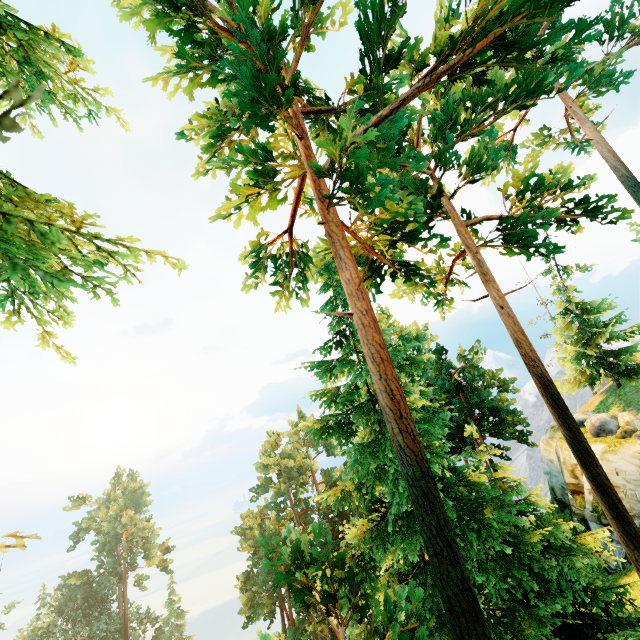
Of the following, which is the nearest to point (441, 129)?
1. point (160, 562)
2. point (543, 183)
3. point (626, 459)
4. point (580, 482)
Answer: point (543, 183)

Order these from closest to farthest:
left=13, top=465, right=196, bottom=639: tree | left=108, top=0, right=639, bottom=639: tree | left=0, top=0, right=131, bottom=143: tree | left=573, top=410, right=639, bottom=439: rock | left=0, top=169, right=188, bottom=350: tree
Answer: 1. left=0, top=0, right=131, bottom=143: tree
2. left=0, top=169, right=188, bottom=350: tree
3. left=108, top=0, right=639, bottom=639: tree
4. left=573, top=410, right=639, bottom=439: rock
5. left=13, top=465, right=196, bottom=639: tree

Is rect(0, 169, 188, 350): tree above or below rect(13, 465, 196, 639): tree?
above

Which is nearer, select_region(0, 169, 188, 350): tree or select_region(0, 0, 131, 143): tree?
select_region(0, 0, 131, 143): tree

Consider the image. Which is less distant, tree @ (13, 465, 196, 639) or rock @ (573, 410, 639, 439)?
rock @ (573, 410, 639, 439)

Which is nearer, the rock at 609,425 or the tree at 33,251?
the tree at 33,251

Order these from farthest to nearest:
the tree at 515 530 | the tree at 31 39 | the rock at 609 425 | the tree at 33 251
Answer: the rock at 609 425
the tree at 515 530
the tree at 33 251
the tree at 31 39
